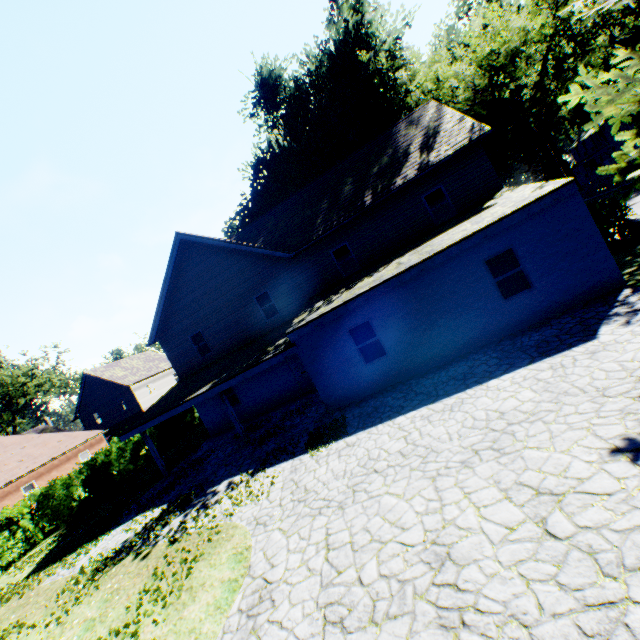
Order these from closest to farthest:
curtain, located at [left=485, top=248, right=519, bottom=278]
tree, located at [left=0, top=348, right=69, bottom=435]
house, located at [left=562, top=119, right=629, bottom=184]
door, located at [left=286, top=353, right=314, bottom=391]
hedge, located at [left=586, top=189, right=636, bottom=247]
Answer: curtain, located at [left=485, top=248, right=519, bottom=278] < hedge, located at [left=586, top=189, right=636, bottom=247] < door, located at [left=286, top=353, right=314, bottom=391] < tree, located at [left=0, top=348, right=69, bottom=435] < house, located at [left=562, top=119, right=629, bottom=184]

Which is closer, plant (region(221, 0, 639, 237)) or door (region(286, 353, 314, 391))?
plant (region(221, 0, 639, 237))

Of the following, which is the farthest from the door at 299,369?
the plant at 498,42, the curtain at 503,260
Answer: the plant at 498,42

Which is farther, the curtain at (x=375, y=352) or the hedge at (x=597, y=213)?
the hedge at (x=597, y=213)

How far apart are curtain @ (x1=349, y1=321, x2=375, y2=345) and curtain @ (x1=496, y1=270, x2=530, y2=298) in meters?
4.1

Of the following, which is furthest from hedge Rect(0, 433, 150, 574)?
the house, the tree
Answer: the house

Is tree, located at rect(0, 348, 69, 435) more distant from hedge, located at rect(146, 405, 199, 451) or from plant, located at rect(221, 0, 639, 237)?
plant, located at rect(221, 0, 639, 237)

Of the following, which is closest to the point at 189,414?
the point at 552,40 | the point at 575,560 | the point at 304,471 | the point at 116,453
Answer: the point at 116,453
